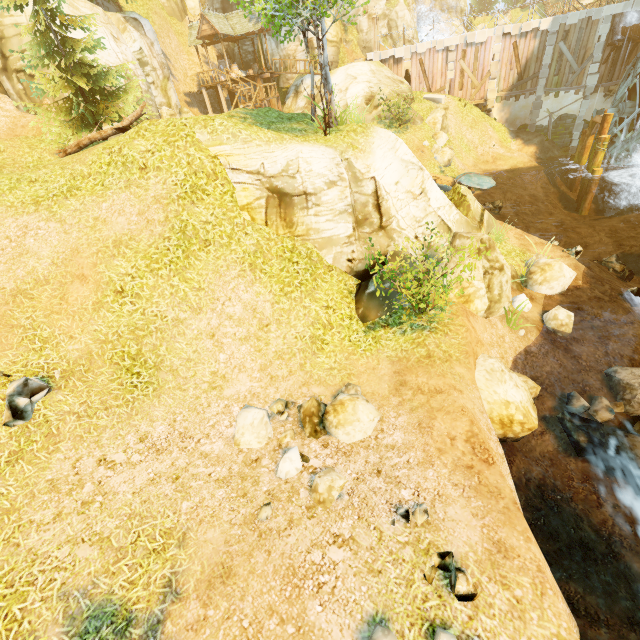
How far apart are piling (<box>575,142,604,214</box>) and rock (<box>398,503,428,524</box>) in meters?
25.4

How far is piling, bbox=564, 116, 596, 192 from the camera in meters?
21.6

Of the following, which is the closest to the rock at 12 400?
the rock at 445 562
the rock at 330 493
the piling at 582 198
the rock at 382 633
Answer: the rock at 330 493

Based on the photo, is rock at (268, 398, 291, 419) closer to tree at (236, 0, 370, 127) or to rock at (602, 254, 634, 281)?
tree at (236, 0, 370, 127)

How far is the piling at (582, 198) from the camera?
20.39m

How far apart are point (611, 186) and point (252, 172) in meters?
26.9

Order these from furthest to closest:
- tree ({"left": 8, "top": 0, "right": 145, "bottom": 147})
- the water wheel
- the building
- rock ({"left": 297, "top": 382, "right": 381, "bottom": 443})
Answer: the building < the water wheel < tree ({"left": 8, "top": 0, "right": 145, "bottom": 147}) < rock ({"left": 297, "top": 382, "right": 381, "bottom": 443})

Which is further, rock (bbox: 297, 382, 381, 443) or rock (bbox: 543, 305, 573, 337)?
rock (bbox: 543, 305, 573, 337)
